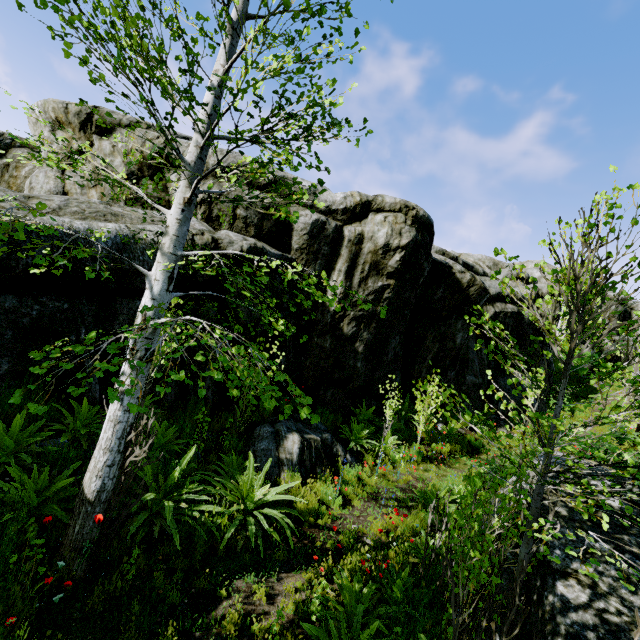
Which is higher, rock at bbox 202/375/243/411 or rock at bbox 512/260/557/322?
rock at bbox 512/260/557/322

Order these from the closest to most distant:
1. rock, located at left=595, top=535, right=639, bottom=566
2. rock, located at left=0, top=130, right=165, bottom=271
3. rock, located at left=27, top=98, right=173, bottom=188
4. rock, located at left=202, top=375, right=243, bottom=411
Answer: rock, located at left=595, top=535, right=639, bottom=566
rock, located at left=0, top=130, right=165, bottom=271
rock, located at left=202, top=375, right=243, bottom=411
rock, located at left=27, top=98, right=173, bottom=188

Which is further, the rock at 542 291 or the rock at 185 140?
the rock at 542 291

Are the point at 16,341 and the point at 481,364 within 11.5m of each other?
no

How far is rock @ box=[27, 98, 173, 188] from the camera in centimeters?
851cm

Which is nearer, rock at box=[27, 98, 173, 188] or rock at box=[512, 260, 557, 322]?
rock at box=[27, 98, 173, 188]
